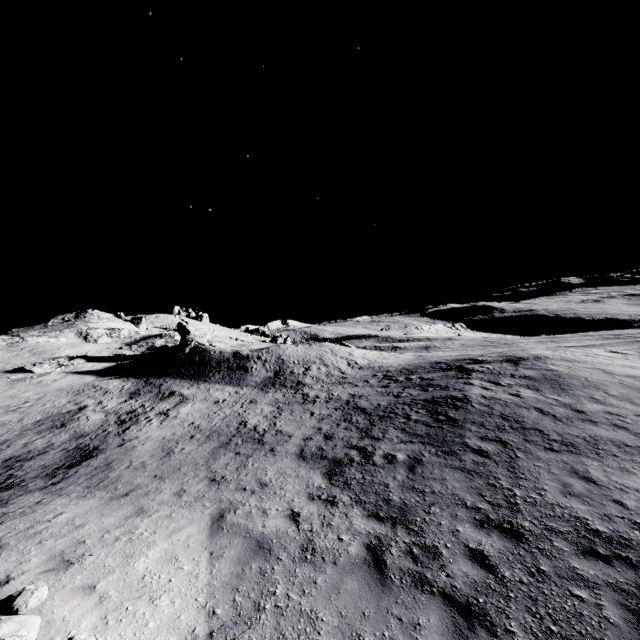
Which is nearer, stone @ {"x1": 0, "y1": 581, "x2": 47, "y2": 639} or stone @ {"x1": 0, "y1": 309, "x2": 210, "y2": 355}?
stone @ {"x1": 0, "y1": 581, "x2": 47, "y2": 639}

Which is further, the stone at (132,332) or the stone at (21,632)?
the stone at (132,332)

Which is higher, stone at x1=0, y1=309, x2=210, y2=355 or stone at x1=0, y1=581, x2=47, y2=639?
stone at x1=0, y1=309, x2=210, y2=355

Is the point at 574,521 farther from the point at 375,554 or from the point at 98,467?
the point at 98,467

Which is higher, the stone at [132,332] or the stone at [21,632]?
the stone at [132,332]
